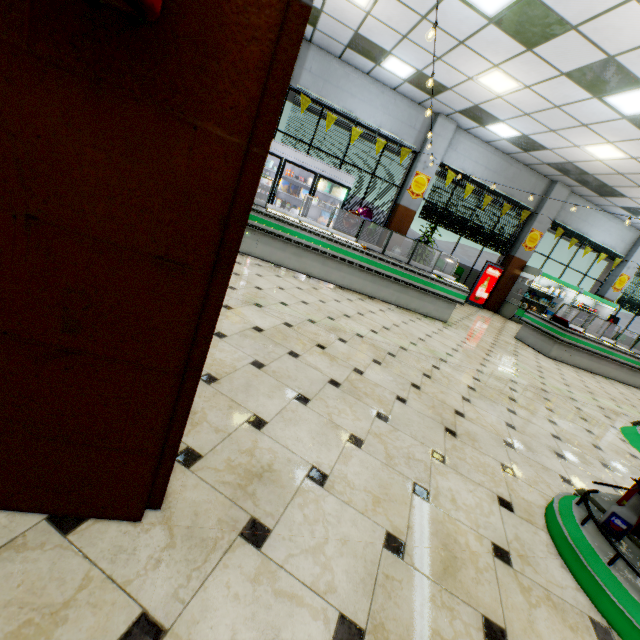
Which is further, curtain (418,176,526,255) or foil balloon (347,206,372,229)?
curtain (418,176,526,255)

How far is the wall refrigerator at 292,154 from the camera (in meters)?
8.52

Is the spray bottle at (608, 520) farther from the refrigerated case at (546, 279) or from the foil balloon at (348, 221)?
the refrigerated case at (546, 279)

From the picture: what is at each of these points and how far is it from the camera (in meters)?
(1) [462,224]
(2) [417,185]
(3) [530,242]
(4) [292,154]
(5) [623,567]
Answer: (1) curtain, 11.32
(2) sign, 10.41
(3) sign, 11.91
(4) wall refrigerator, 8.62
(5) shelf, 1.61

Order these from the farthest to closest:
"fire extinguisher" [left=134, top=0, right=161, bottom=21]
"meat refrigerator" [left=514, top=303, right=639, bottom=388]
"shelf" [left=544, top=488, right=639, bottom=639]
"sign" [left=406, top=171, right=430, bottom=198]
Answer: "sign" [left=406, top=171, right=430, bottom=198] < "meat refrigerator" [left=514, top=303, right=639, bottom=388] < "shelf" [left=544, top=488, right=639, bottom=639] < "fire extinguisher" [left=134, top=0, right=161, bottom=21]

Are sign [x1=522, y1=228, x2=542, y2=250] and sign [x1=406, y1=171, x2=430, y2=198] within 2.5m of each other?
no

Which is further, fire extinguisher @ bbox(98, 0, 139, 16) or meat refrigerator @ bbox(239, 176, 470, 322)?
meat refrigerator @ bbox(239, 176, 470, 322)

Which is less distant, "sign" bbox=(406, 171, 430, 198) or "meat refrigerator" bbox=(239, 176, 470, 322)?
"meat refrigerator" bbox=(239, 176, 470, 322)
